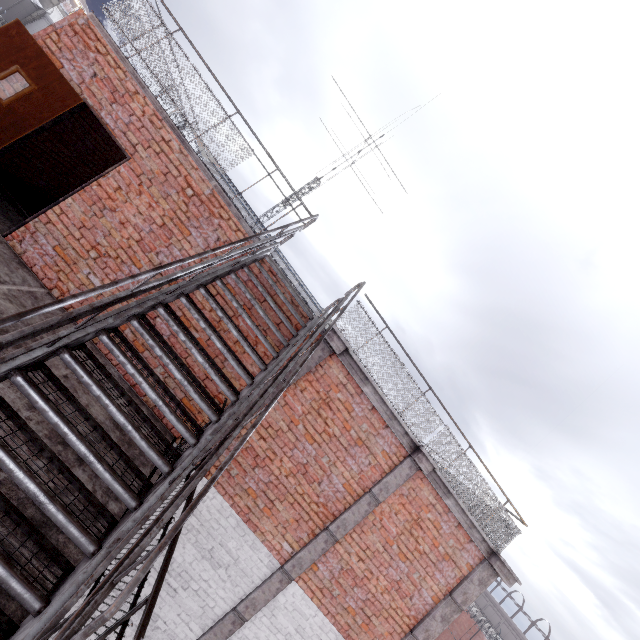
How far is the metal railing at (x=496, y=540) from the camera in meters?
5.9 m

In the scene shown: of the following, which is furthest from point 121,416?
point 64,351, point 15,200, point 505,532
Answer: point 505,532

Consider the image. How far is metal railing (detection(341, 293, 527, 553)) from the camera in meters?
Result: 5.9

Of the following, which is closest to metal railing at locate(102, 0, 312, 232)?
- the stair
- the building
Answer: the stair

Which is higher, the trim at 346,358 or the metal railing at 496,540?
the metal railing at 496,540

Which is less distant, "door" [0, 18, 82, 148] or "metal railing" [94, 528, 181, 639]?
"metal railing" [94, 528, 181, 639]

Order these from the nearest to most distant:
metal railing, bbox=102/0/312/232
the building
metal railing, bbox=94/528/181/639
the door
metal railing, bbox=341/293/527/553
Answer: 1. metal railing, bbox=94/528/181/639
2. the door
3. metal railing, bbox=102/0/312/232
4. metal railing, bbox=341/293/527/553
5. the building

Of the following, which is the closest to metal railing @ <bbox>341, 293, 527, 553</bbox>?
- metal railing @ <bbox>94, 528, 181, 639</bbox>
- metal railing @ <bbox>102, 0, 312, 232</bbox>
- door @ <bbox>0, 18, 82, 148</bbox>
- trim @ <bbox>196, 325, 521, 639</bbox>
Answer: trim @ <bbox>196, 325, 521, 639</bbox>
